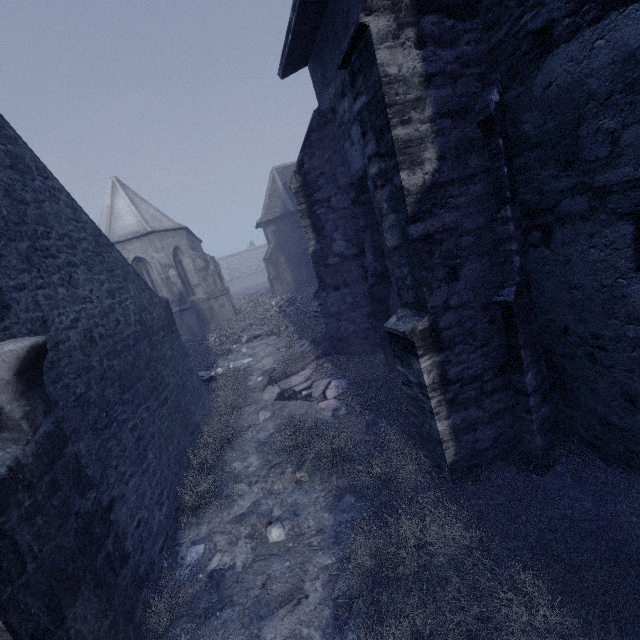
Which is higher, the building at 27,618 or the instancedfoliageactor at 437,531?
the building at 27,618

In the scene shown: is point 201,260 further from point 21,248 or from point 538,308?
point 538,308

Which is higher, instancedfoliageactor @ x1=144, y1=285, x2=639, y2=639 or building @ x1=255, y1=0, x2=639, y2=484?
building @ x1=255, y1=0, x2=639, y2=484
